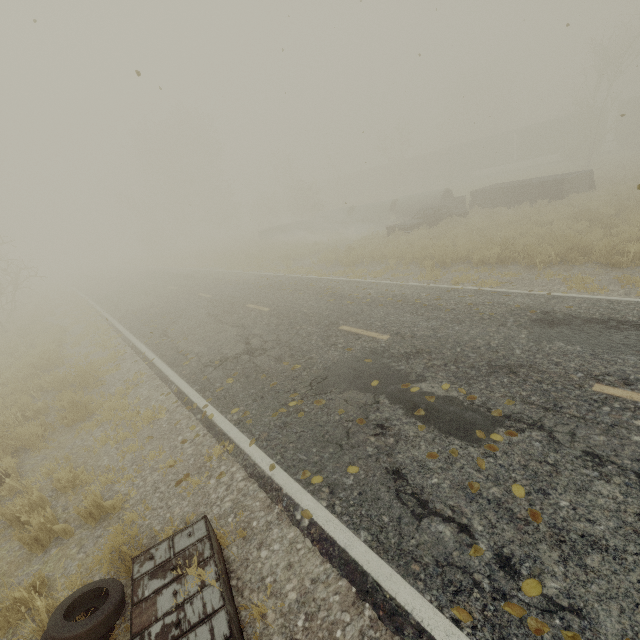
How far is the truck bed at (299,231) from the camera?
30.54m

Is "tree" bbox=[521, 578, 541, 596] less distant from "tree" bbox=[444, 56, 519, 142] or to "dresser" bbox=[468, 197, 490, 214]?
"dresser" bbox=[468, 197, 490, 214]

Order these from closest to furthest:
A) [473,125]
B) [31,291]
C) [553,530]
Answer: [553,530]
[31,291]
[473,125]

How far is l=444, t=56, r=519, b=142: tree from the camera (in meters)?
55.56

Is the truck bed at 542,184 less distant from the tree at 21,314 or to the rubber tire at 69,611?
the rubber tire at 69,611

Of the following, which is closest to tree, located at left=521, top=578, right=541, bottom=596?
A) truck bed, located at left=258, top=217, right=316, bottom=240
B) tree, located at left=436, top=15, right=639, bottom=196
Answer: tree, located at left=436, top=15, right=639, bottom=196

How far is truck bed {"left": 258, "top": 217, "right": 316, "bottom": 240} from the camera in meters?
30.5

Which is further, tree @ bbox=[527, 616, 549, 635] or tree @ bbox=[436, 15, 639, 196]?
tree @ bbox=[436, 15, 639, 196]
